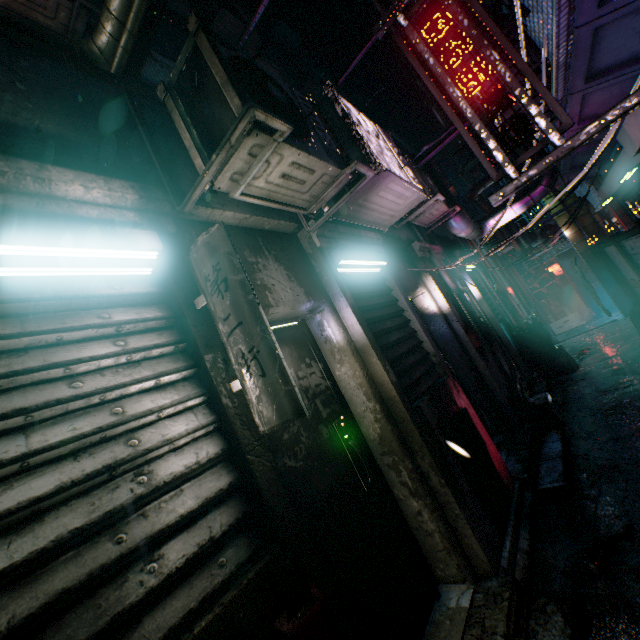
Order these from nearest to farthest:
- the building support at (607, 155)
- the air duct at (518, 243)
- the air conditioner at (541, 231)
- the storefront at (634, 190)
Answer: the building support at (607, 155), the storefront at (634, 190), the air duct at (518, 243), the air conditioner at (541, 231)

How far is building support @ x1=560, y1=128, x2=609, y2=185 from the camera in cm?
500

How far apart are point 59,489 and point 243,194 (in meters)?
1.50

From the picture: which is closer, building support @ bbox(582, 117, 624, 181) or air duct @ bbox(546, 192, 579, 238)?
building support @ bbox(582, 117, 624, 181)

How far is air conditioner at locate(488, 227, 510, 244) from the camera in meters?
10.3 m

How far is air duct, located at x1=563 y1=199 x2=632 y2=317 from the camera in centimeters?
772cm

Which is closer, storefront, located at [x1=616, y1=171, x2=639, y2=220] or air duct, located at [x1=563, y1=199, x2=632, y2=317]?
storefront, located at [x1=616, y1=171, x2=639, y2=220]

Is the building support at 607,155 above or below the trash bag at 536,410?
above
